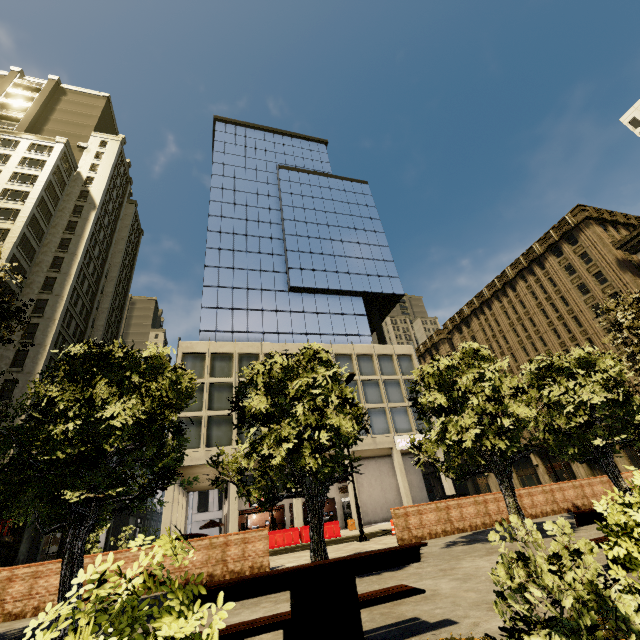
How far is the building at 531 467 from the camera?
41.5m

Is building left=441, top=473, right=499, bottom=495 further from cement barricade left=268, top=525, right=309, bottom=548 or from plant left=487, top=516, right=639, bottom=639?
plant left=487, top=516, right=639, bottom=639

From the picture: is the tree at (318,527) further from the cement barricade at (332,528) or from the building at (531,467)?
the cement barricade at (332,528)

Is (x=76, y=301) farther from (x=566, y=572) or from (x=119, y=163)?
(x=566, y=572)

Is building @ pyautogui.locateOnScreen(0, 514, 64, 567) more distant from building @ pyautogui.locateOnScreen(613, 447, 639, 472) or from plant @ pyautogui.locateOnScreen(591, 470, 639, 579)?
plant @ pyautogui.locateOnScreen(591, 470, 639, 579)

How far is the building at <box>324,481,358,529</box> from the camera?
27.1 meters
